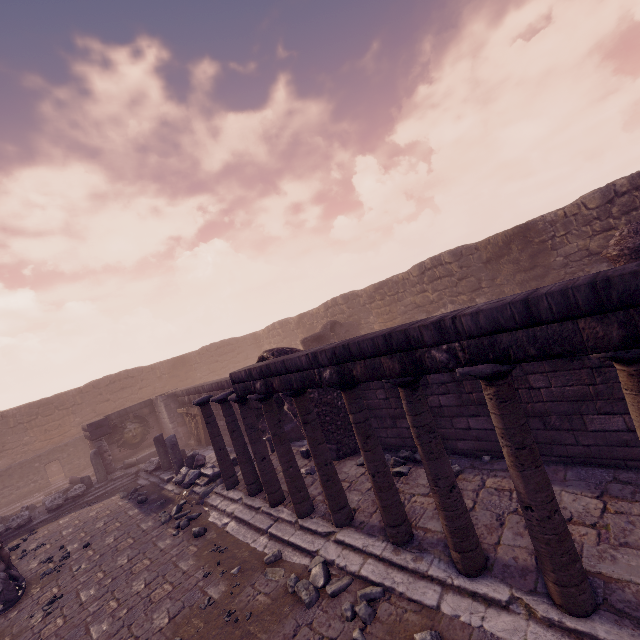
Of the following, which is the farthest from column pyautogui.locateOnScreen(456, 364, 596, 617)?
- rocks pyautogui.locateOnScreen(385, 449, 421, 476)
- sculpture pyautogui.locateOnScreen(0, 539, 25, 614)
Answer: sculpture pyautogui.locateOnScreen(0, 539, 25, 614)

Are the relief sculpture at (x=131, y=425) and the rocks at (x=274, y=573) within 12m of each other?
no

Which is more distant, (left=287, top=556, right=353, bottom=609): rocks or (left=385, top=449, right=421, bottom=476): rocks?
(left=385, top=449, right=421, bottom=476): rocks

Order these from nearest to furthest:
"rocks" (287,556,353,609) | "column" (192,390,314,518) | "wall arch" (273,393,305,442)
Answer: "rocks" (287,556,353,609)
"column" (192,390,314,518)
"wall arch" (273,393,305,442)

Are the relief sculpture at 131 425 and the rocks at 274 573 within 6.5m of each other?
no

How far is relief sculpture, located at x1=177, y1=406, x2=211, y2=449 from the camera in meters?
14.2 m

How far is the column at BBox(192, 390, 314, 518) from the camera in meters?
6.2 m

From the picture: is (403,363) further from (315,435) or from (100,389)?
(100,389)
